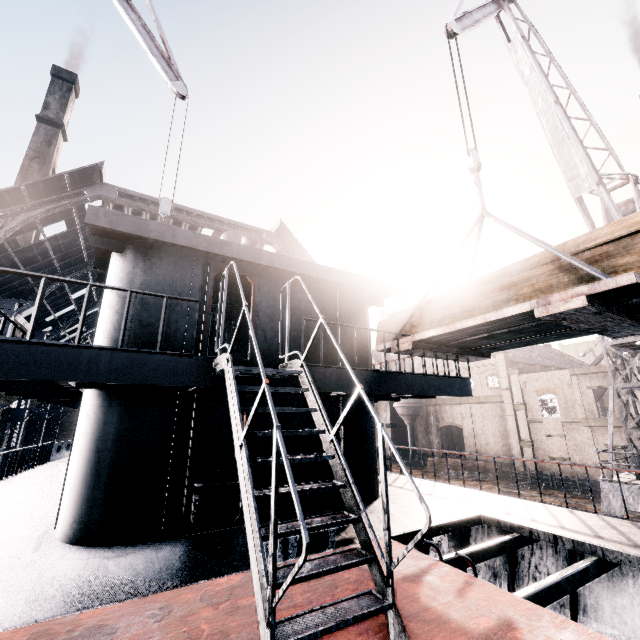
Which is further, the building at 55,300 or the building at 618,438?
the building at 55,300

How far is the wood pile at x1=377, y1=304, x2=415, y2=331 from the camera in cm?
959

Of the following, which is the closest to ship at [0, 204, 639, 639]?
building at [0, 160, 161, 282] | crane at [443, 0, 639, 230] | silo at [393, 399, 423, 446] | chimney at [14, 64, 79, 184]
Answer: crane at [443, 0, 639, 230]

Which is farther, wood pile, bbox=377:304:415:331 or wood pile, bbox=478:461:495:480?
wood pile, bbox=478:461:495:480

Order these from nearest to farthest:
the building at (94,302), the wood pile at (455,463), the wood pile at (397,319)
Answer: the wood pile at (397,319), the wood pile at (455,463), the building at (94,302)

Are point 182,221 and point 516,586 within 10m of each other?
no

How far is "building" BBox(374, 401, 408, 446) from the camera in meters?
54.4 m

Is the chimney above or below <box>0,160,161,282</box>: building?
above
